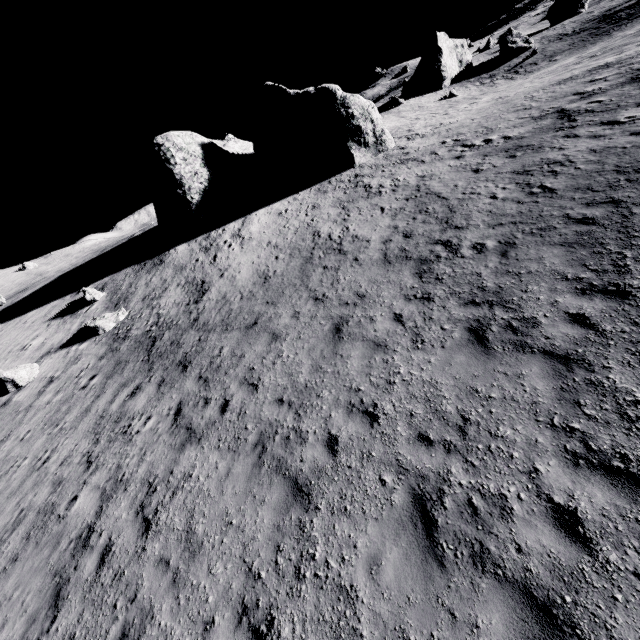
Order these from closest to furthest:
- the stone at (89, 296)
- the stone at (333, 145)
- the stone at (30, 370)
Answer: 1. the stone at (30, 370)
2. the stone at (89, 296)
3. the stone at (333, 145)

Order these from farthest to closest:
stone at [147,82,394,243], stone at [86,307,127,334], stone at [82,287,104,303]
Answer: stone at [147,82,394,243]
stone at [82,287,104,303]
stone at [86,307,127,334]

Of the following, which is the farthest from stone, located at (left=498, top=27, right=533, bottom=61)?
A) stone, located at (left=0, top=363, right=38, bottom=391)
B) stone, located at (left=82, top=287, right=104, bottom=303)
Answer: stone, located at (left=0, top=363, right=38, bottom=391)

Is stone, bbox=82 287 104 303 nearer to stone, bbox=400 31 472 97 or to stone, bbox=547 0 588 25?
stone, bbox=400 31 472 97

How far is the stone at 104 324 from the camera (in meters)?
17.55

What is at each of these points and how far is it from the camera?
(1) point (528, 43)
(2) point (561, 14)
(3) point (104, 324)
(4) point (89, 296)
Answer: (1) stone, 50.2m
(2) stone, 57.5m
(3) stone, 17.6m
(4) stone, 20.9m

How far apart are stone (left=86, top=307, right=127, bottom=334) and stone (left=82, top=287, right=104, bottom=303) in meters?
3.4

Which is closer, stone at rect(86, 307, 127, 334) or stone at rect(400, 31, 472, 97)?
stone at rect(86, 307, 127, 334)
